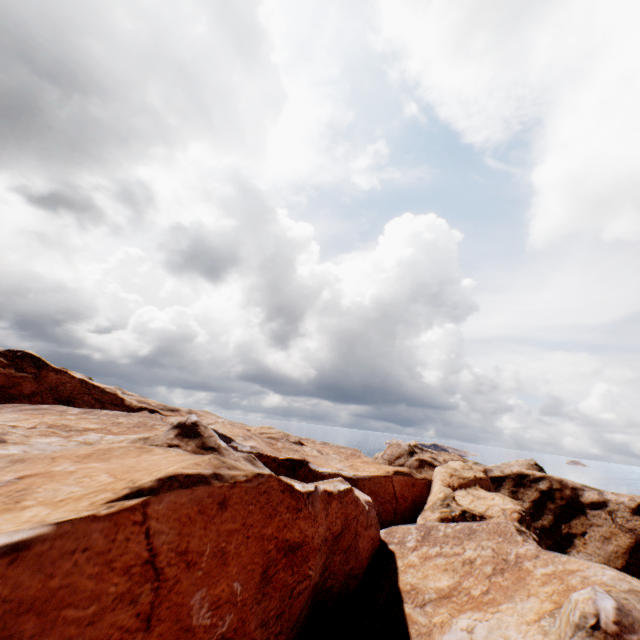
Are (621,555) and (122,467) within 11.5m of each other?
no
